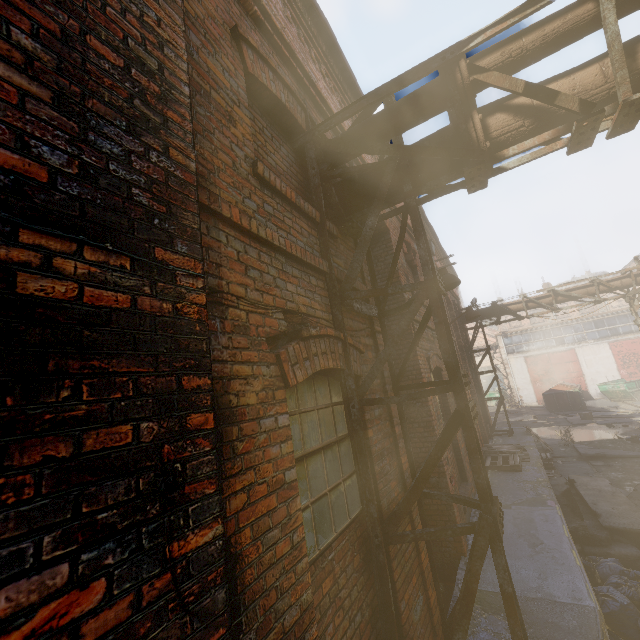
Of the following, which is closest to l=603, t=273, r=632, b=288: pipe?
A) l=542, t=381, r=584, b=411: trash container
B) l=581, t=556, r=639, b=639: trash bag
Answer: l=581, t=556, r=639, b=639: trash bag

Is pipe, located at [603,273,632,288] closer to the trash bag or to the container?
the trash bag

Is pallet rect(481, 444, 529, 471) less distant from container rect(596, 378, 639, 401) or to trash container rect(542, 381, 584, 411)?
trash container rect(542, 381, 584, 411)

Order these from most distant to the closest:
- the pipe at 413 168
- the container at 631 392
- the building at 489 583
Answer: the container at 631 392, the building at 489 583, the pipe at 413 168

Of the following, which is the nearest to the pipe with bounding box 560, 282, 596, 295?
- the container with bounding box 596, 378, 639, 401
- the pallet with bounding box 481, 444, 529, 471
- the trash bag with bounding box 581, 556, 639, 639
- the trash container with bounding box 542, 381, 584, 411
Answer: the trash bag with bounding box 581, 556, 639, 639

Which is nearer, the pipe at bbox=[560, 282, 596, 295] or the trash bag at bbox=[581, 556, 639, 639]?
the trash bag at bbox=[581, 556, 639, 639]

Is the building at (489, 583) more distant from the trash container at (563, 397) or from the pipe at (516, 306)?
the trash container at (563, 397)

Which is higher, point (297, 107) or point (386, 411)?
point (297, 107)
